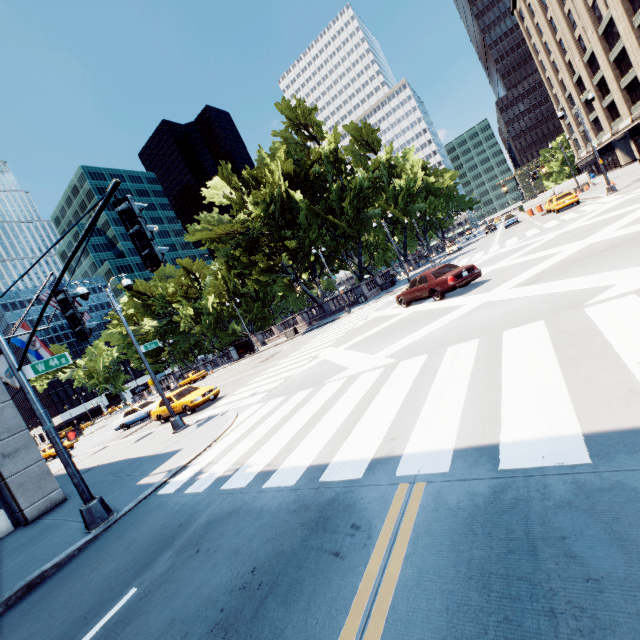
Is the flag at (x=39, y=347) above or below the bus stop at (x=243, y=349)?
above

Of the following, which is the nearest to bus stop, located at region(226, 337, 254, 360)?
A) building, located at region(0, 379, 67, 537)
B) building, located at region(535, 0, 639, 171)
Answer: building, located at region(0, 379, 67, 537)

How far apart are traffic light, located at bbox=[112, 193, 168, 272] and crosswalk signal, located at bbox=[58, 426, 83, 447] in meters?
6.3 m

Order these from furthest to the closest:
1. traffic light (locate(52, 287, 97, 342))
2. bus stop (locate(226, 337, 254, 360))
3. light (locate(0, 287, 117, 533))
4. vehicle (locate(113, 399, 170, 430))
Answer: bus stop (locate(226, 337, 254, 360)), vehicle (locate(113, 399, 170, 430)), light (locate(0, 287, 117, 533)), traffic light (locate(52, 287, 97, 342))

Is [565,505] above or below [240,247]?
below

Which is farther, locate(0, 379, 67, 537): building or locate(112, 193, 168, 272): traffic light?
locate(0, 379, 67, 537): building

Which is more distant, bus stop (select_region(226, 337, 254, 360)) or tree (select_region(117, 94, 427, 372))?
bus stop (select_region(226, 337, 254, 360))

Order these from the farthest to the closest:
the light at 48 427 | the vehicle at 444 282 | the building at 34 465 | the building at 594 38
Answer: the building at 594 38 < the vehicle at 444 282 < the building at 34 465 < the light at 48 427
